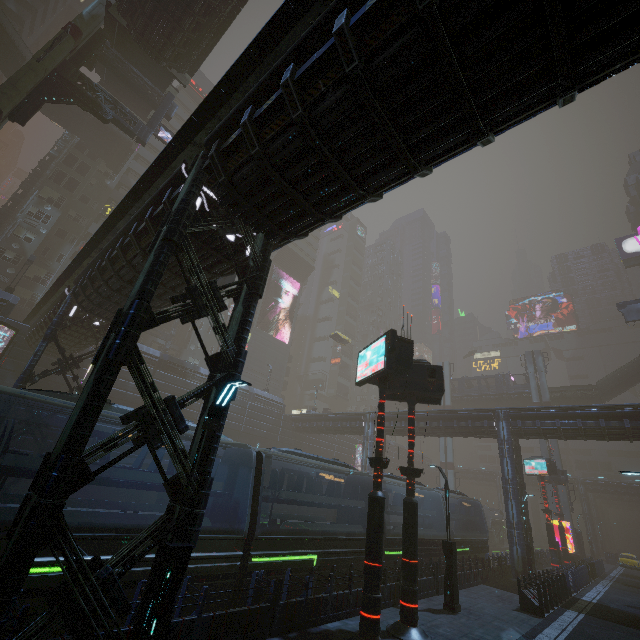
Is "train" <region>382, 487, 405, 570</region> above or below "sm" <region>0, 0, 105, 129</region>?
below

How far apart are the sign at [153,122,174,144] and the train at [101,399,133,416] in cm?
2441

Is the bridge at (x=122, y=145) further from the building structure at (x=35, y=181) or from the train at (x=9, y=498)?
the train at (x=9, y=498)

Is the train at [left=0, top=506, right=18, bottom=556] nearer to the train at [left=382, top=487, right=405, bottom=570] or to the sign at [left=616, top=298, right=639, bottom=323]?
the train at [left=382, top=487, right=405, bottom=570]

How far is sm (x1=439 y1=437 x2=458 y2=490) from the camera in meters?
49.3 m

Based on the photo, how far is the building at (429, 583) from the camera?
14.9 meters

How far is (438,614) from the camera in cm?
1296

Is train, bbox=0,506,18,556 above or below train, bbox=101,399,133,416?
below
